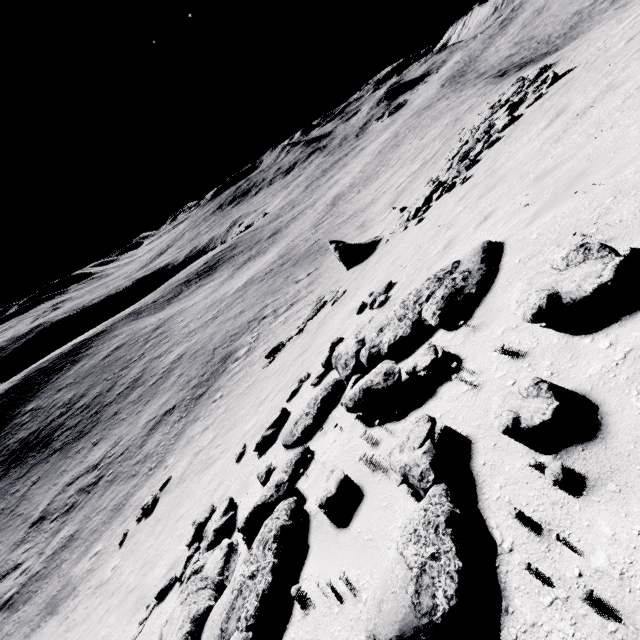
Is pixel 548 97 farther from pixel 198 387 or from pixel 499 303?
pixel 198 387

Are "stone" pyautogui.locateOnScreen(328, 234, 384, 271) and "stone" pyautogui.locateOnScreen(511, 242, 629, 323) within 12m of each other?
no

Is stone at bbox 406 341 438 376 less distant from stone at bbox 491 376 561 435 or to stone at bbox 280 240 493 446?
stone at bbox 280 240 493 446

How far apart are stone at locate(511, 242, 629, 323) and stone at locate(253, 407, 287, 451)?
6.79m

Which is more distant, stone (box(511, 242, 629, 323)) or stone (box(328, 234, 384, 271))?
stone (box(328, 234, 384, 271))

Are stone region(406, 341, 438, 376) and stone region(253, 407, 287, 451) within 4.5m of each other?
no

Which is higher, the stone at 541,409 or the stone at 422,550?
the stone at 541,409

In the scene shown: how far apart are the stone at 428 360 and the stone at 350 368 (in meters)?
0.64
